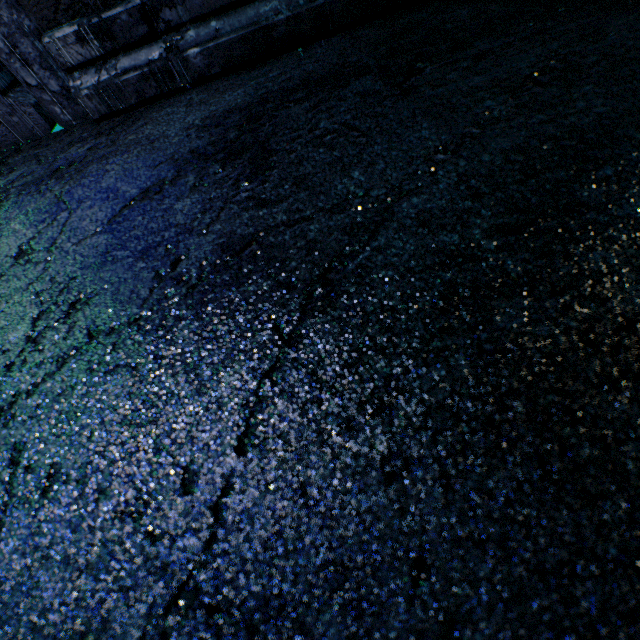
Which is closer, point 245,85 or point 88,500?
point 88,500
